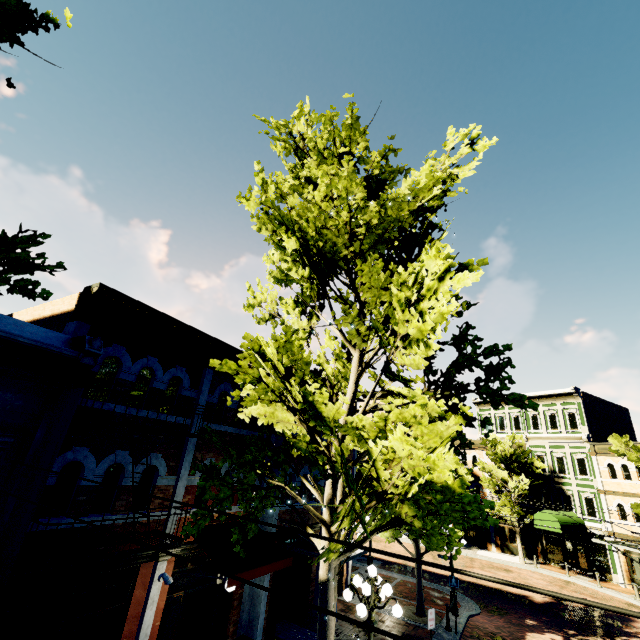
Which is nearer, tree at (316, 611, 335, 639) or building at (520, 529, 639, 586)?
tree at (316, 611, 335, 639)

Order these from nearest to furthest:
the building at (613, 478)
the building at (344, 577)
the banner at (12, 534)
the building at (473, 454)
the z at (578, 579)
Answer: the banner at (12, 534), the building at (344, 577), the z at (578, 579), the building at (613, 478), the building at (473, 454)

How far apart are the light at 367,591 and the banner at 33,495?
6.6 meters

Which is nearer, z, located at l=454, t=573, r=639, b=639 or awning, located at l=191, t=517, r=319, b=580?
awning, located at l=191, t=517, r=319, b=580

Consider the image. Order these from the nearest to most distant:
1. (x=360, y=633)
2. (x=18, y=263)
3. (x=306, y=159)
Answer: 1. (x=18, y=263)
2. (x=306, y=159)
3. (x=360, y=633)

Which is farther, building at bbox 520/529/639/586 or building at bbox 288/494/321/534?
building at bbox 520/529/639/586

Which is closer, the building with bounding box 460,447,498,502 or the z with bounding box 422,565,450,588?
the z with bounding box 422,565,450,588
